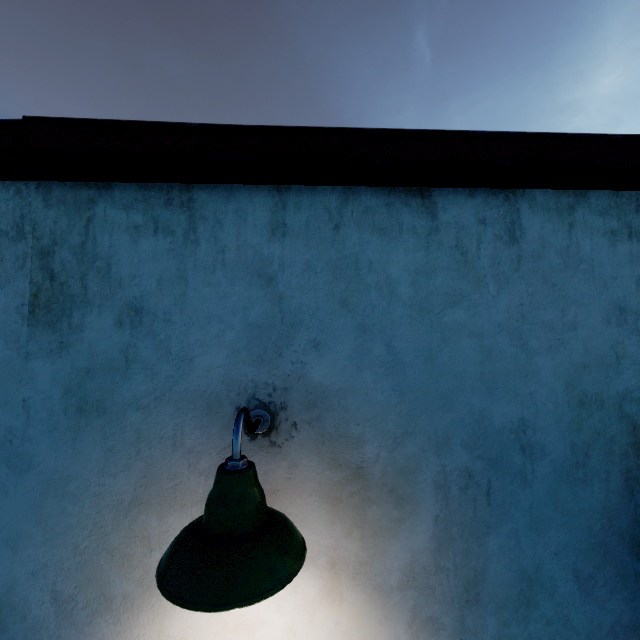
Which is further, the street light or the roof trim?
the roof trim

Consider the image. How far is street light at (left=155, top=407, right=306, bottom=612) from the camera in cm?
85

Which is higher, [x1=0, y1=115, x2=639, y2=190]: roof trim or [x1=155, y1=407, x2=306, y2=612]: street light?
[x1=0, y1=115, x2=639, y2=190]: roof trim

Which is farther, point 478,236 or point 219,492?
point 478,236

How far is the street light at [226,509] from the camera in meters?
0.8 m

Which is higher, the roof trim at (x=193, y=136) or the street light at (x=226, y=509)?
the roof trim at (x=193, y=136)
